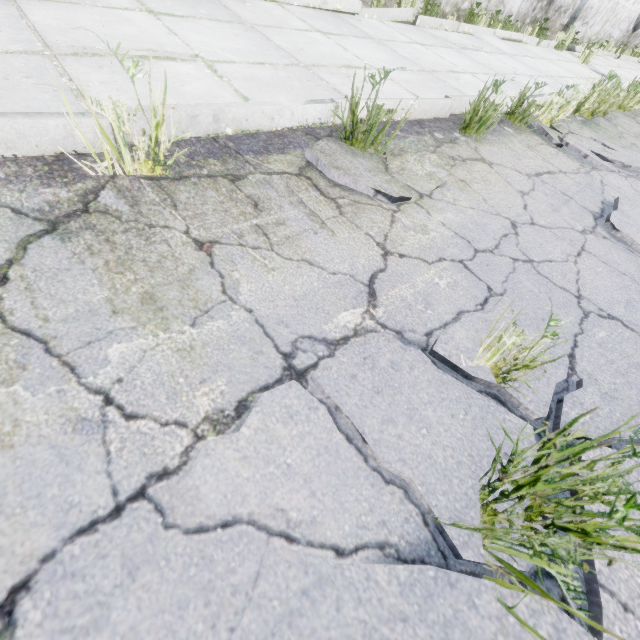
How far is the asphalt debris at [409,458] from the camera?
0.94m

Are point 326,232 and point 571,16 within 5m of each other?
no

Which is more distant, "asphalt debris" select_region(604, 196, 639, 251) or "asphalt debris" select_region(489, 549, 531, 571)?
"asphalt debris" select_region(604, 196, 639, 251)

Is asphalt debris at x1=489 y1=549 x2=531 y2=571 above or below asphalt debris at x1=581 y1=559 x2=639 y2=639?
below

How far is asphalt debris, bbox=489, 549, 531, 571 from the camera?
0.88m

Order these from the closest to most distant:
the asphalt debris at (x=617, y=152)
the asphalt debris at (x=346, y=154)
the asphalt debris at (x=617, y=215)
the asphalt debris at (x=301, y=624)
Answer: the asphalt debris at (x=301, y=624) → the asphalt debris at (x=346, y=154) → the asphalt debris at (x=617, y=215) → the asphalt debris at (x=617, y=152)
